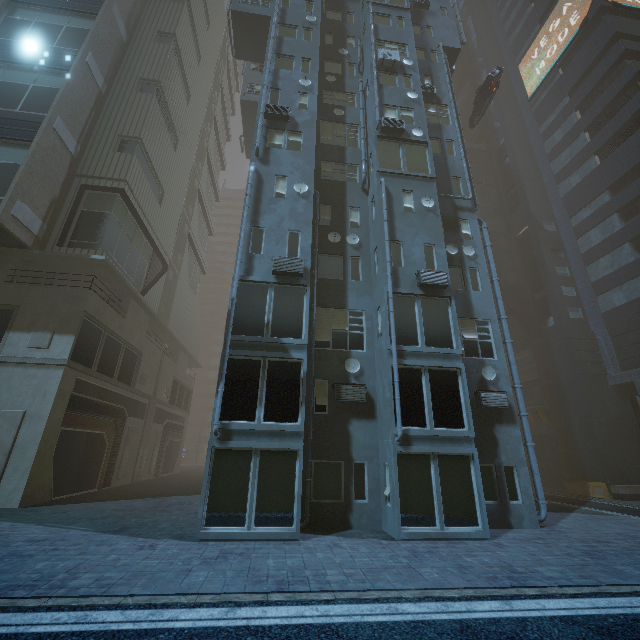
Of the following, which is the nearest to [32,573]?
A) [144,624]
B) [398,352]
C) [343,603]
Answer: [144,624]

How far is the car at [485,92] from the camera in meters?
25.8

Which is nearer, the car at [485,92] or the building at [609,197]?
the building at [609,197]

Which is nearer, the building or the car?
the building

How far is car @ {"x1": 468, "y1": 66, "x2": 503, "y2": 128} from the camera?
25.80m
